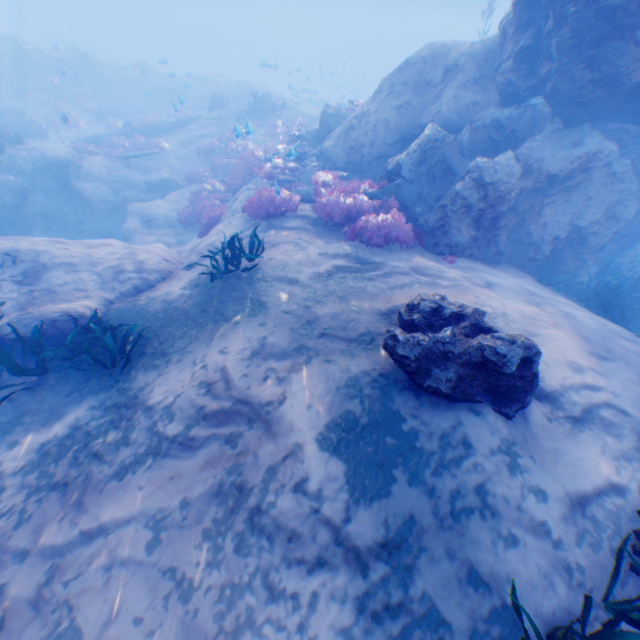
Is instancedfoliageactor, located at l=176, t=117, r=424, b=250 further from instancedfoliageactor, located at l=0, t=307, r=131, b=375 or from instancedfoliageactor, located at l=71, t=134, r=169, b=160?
instancedfoliageactor, located at l=0, t=307, r=131, b=375

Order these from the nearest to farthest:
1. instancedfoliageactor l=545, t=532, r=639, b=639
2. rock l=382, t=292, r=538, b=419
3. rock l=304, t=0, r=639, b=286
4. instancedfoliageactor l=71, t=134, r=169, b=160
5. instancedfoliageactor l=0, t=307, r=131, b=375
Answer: instancedfoliageactor l=545, t=532, r=639, b=639
rock l=382, t=292, r=538, b=419
instancedfoliageactor l=0, t=307, r=131, b=375
rock l=304, t=0, r=639, b=286
instancedfoliageactor l=71, t=134, r=169, b=160

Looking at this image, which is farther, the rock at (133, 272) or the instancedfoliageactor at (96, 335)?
the rock at (133, 272)

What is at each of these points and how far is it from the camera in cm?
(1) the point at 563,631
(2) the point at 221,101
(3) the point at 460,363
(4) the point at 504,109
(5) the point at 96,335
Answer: (1) instancedfoliageactor, 325
(2) plane, 2262
(3) rock, 416
(4) rock, 906
(5) instancedfoliageactor, 639

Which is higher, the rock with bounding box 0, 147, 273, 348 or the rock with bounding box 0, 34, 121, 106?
the rock with bounding box 0, 34, 121, 106

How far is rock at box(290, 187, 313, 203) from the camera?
10.71m

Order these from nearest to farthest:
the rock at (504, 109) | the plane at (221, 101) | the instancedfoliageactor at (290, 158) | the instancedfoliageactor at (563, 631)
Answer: the instancedfoliageactor at (563, 631), the rock at (504, 109), the instancedfoliageactor at (290, 158), the plane at (221, 101)
